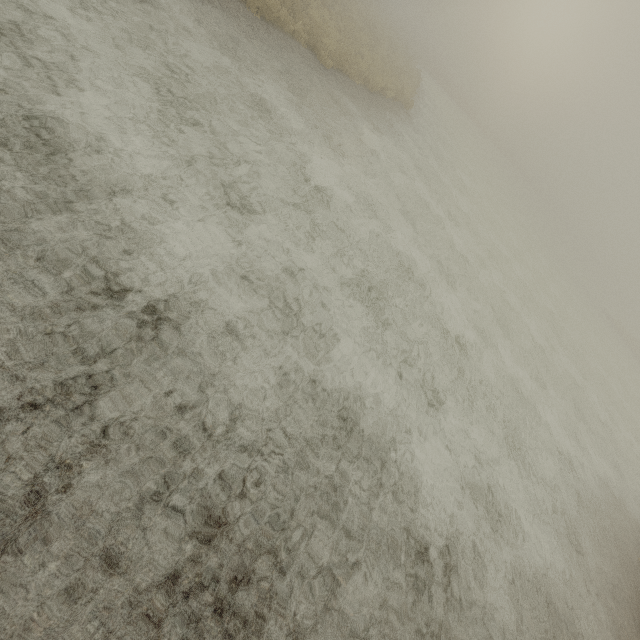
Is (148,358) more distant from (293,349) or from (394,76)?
(394,76)
